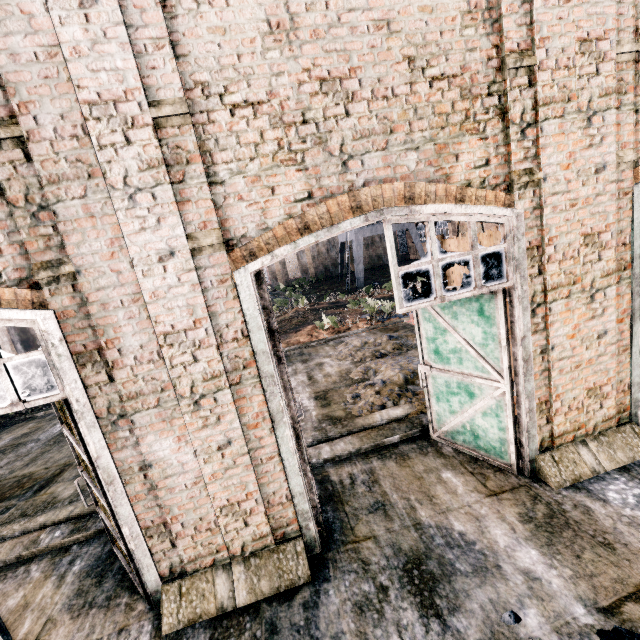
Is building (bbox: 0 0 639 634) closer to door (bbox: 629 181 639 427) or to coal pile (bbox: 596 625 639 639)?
door (bbox: 629 181 639 427)

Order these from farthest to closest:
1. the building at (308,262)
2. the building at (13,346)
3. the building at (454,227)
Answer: the building at (308,262), the building at (454,227), the building at (13,346)

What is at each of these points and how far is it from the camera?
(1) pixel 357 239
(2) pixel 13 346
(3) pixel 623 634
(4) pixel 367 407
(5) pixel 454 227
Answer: (1) crane, 39.1 meters
(2) building, 19.1 meters
(3) coal pile, 3.6 meters
(4) stone debris, 9.4 meters
(5) building, 41.5 meters

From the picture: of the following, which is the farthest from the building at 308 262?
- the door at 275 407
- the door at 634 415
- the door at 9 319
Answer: the door at 634 415

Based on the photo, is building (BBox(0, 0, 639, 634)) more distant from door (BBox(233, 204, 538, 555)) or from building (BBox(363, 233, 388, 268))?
building (BBox(363, 233, 388, 268))

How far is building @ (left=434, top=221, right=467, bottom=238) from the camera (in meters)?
40.28

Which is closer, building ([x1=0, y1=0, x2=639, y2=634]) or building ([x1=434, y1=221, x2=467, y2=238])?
building ([x1=0, y1=0, x2=639, y2=634])

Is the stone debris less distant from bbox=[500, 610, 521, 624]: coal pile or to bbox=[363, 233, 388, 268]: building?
bbox=[500, 610, 521, 624]: coal pile
